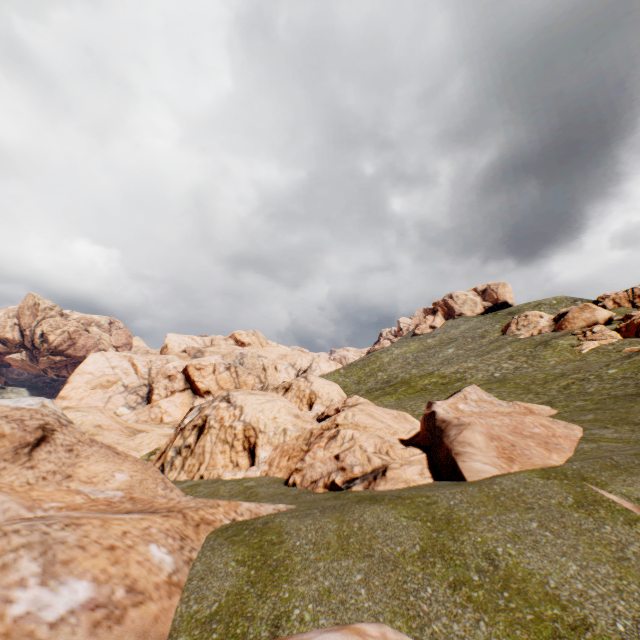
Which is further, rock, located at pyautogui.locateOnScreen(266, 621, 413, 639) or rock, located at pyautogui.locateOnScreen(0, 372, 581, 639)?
rock, located at pyautogui.locateOnScreen(0, 372, 581, 639)

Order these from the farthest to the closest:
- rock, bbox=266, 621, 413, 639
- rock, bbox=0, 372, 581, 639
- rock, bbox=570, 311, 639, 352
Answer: rock, bbox=570, 311, 639, 352
rock, bbox=0, 372, 581, 639
rock, bbox=266, 621, 413, 639

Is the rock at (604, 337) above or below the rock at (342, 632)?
above

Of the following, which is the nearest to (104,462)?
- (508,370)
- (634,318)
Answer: (508,370)

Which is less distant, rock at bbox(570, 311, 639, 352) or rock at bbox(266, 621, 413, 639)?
rock at bbox(266, 621, 413, 639)

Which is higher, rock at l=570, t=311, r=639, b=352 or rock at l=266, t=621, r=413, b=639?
rock at l=570, t=311, r=639, b=352

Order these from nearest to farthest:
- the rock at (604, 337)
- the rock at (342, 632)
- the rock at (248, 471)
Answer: the rock at (342, 632)
the rock at (248, 471)
the rock at (604, 337)
